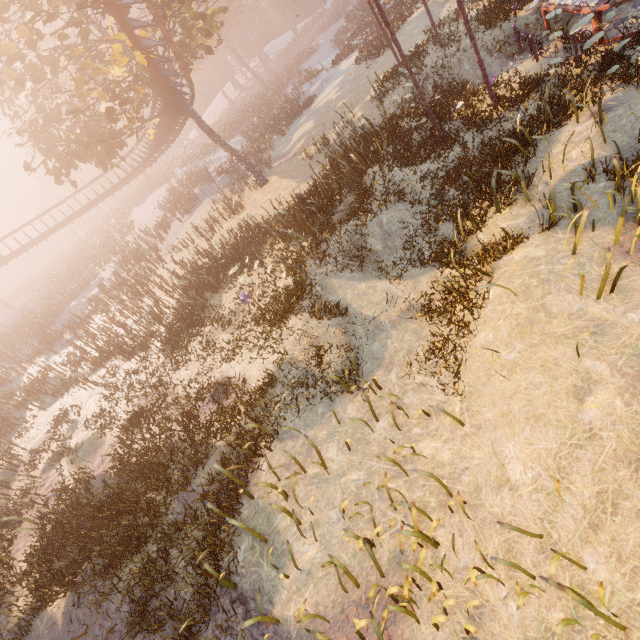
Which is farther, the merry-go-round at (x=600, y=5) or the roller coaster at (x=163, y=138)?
the roller coaster at (x=163, y=138)

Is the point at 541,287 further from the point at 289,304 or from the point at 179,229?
the point at 179,229

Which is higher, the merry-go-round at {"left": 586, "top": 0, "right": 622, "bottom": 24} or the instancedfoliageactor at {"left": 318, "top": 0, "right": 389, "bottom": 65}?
the instancedfoliageactor at {"left": 318, "top": 0, "right": 389, "bottom": 65}

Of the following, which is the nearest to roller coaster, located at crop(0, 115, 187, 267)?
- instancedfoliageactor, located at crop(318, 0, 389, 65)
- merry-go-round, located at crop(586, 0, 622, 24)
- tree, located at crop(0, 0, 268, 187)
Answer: tree, located at crop(0, 0, 268, 187)

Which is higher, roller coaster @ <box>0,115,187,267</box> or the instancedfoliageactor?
roller coaster @ <box>0,115,187,267</box>

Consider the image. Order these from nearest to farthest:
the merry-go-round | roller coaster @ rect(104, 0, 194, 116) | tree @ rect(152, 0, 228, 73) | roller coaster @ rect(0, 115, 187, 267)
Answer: the merry-go-round → roller coaster @ rect(104, 0, 194, 116) → tree @ rect(152, 0, 228, 73) → roller coaster @ rect(0, 115, 187, 267)

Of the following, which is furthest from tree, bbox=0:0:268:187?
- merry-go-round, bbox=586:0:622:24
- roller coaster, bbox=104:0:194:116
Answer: merry-go-round, bbox=586:0:622:24

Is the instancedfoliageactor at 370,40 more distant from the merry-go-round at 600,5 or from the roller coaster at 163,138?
the roller coaster at 163,138
